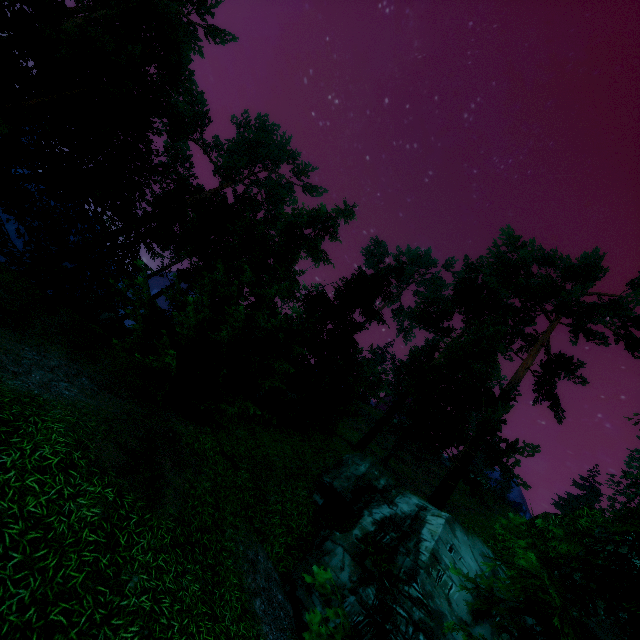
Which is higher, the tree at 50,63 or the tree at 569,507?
the tree at 569,507

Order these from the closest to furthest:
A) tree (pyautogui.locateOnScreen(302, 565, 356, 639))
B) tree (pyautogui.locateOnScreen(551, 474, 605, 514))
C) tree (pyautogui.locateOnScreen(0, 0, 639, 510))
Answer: tree (pyautogui.locateOnScreen(302, 565, 356, 639)) → tree (pyautogui.locateOnScreen(0, 0, 639, 510)) → tree (pyautogui.locateOnScreen(551, 474, 605, 514))

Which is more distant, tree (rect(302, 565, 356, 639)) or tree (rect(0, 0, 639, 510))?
tree (rect(0, 0, 639, 510))

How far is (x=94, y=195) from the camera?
22.7 meters

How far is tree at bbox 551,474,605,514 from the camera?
44.53m

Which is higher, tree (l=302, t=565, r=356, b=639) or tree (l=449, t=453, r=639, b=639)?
tree (l=449, t=453, r=639, b=639)

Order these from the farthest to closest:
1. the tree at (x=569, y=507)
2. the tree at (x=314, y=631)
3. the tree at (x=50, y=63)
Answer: the tree at (x=569, y=507) → the tree at (x=50, y=63) → the tree at (x=314, y=631)
